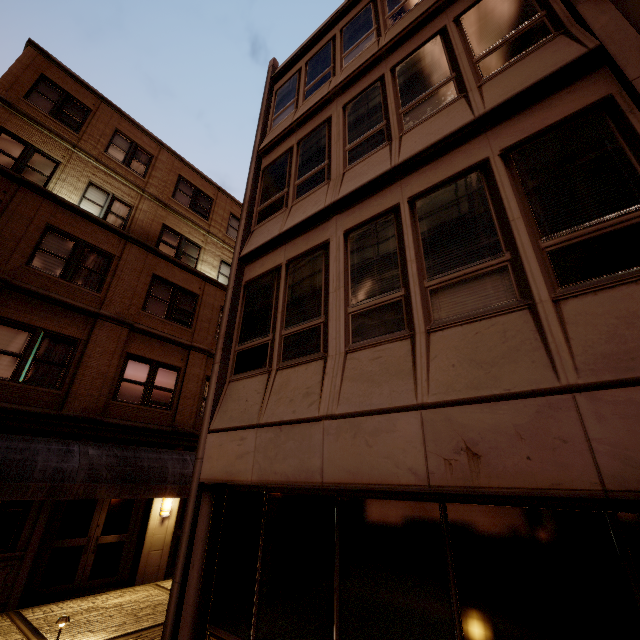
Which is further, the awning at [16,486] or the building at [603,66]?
→ the awning at [16,486]

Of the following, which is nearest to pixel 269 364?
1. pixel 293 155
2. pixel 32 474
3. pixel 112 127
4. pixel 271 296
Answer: pixel 271 296

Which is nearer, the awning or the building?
the building
